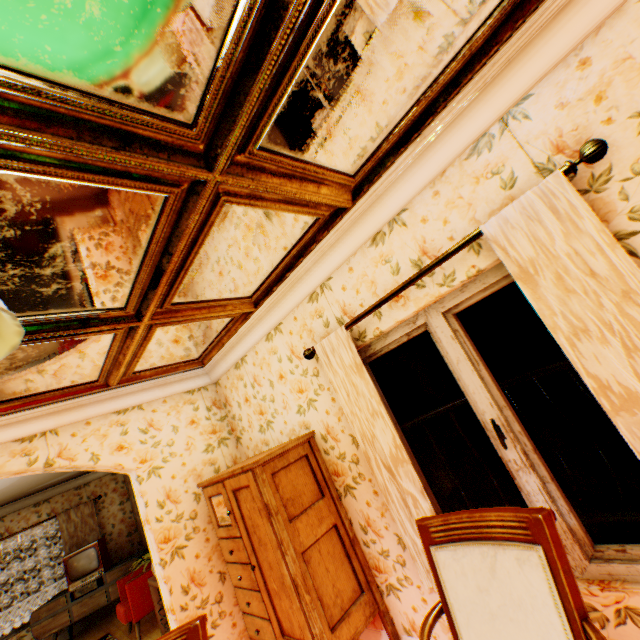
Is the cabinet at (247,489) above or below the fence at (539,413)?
above

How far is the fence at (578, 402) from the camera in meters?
18.3 m

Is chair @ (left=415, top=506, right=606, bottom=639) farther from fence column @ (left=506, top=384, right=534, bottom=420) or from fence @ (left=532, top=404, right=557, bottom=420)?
fence column @ (left=506, top=384, right=534, bottom=420)

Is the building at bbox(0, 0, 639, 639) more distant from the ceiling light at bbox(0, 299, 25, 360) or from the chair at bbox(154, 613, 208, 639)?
the ceiling light at bbox(0, 299, 25, 360)

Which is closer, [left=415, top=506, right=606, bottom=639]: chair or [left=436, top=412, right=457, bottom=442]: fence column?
[left=415, top=506, right=606, bottom=639]: chair

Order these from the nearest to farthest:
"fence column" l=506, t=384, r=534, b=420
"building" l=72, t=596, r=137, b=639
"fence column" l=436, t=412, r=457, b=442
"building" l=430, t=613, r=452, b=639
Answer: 1. "building" l=430, t=613, r=452, b=639
2. "building" l=72, t=596, r=137, b=639
3. "fence column" l=506, t=384, r=534, b=420
4. "fence column" l=436, t=412, r=457, b=442

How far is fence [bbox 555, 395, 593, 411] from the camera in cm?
1827

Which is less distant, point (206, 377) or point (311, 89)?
point (311, 89)
